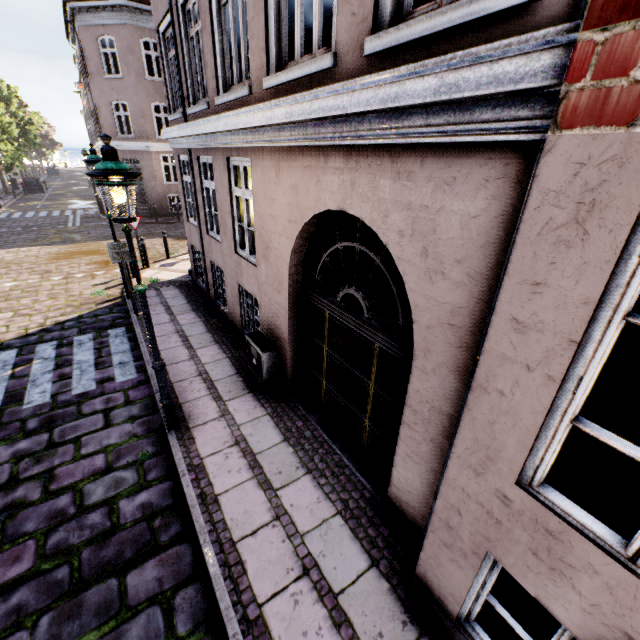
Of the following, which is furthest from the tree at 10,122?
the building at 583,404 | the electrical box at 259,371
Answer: the electrical box at 259,371

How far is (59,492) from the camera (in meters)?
4.15

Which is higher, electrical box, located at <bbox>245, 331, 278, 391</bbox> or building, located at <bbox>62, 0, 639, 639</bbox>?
building, located at <bbox>62, 0, 639, 639</bbox>

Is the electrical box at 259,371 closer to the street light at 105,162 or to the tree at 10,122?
the street light at 105,162

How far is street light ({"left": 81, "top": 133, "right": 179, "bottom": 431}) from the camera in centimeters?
327cm

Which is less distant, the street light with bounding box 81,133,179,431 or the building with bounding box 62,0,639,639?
the building with bounding box 62,0,639,639

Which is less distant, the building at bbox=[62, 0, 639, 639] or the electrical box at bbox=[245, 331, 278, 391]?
the building at bbox=[62, 0, 639, 639]

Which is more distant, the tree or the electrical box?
the tree
